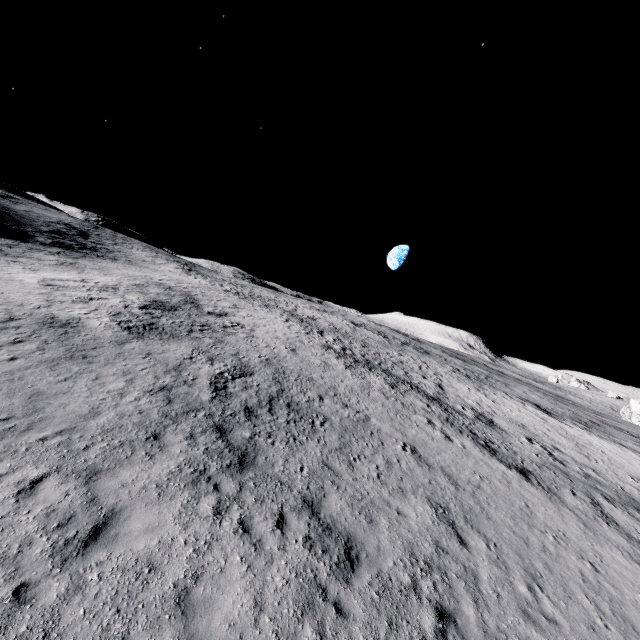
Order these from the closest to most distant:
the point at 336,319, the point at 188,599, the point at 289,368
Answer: the point at 188,599, the point at 289,368, the point at 336,319
